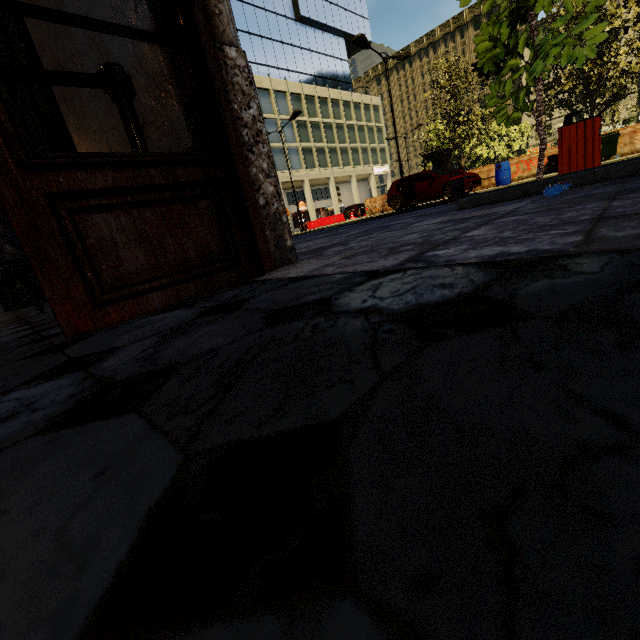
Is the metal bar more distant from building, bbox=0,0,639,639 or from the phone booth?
the phone booth

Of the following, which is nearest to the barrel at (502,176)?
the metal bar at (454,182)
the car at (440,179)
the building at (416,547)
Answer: the car at (440,179)

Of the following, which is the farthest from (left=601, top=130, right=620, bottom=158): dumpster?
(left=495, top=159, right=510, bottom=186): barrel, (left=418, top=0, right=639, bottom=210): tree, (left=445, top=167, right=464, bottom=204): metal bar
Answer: (left=445, top=167, right=464, bottom=204): metal bar

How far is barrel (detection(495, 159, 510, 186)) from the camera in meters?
14.3

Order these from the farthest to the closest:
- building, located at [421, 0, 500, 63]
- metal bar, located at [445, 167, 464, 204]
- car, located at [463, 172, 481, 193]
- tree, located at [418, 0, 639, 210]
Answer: building, located at [421, 0, 500, 63] < car, located at [463, 172, 481, 193] < metal bar, located at [445, 167, 464, 204] < tree, located at [418, 0, 639, 210]

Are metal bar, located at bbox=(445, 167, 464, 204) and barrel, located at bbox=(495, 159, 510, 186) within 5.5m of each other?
no

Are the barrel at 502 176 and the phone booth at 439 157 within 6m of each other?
yes

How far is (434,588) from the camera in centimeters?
14cm
